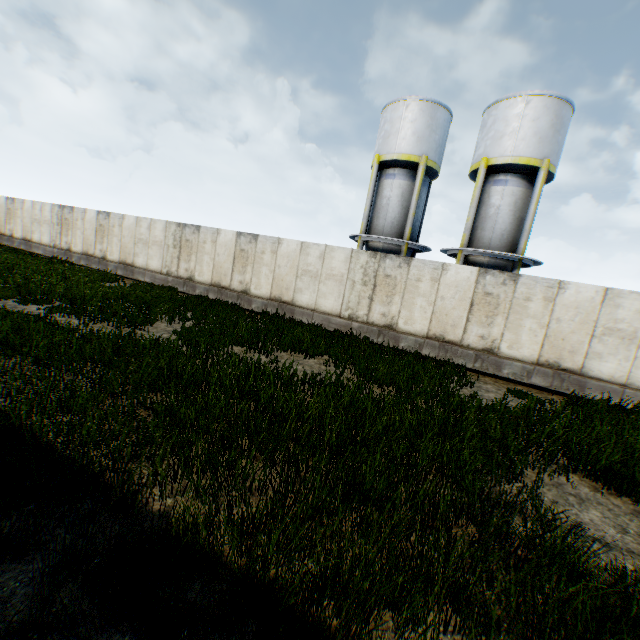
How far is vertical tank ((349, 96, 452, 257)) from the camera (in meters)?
17.52

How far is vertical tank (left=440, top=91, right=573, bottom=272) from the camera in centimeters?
1529cm

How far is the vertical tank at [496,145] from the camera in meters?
15.3

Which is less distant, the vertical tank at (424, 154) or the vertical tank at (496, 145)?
the vertical tank at (496, 145)

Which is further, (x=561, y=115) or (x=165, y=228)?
(x=165, y=228)

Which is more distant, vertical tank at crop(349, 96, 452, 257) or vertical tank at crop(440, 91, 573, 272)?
vertical tank at crop(349, 96, 452, 257)
